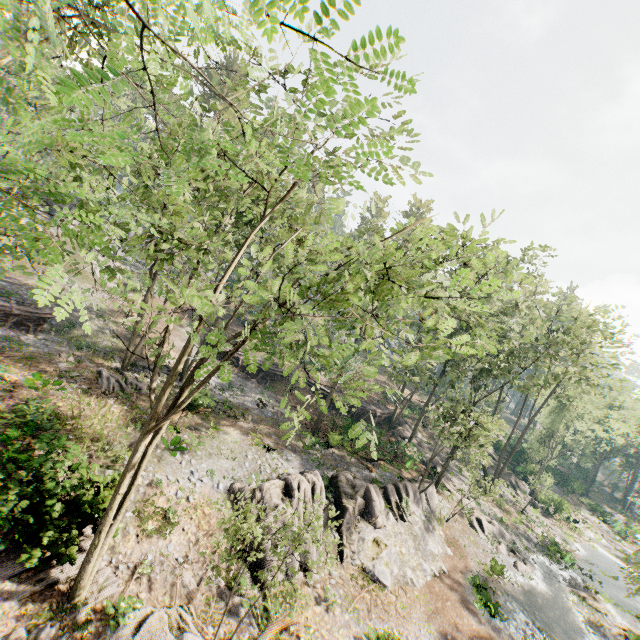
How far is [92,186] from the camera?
5.75m

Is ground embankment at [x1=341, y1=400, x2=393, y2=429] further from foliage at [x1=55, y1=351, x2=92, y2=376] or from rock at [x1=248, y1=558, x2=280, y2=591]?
rock at [x1=248, y1=558, x2=280, y2=591]

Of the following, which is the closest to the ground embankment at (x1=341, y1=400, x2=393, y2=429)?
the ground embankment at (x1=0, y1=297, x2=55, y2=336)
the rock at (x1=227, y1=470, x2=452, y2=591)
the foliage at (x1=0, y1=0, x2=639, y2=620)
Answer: the foliage at (x1=0, y1=0, x2=639, y2=620)

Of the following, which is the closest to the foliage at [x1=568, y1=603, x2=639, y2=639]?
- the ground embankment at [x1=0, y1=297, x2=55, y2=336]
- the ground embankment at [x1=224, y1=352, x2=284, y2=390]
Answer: the ground embankment at [x1=0, y1=297, x2=55, y2=336]

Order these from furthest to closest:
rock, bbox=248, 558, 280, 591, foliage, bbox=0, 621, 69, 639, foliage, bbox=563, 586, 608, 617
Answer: foliage, bbox=563, 586, 608, 617, rock, bbox=248, 558, 280, 591, foliage, bbox=0, 621, 69, 639

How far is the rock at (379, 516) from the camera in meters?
17.2

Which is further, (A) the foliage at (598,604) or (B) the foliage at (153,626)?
(A) the foliage at (598,604)
